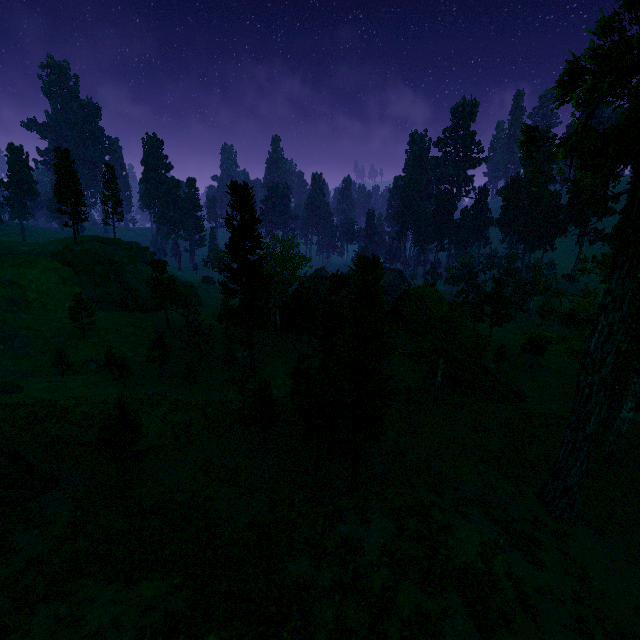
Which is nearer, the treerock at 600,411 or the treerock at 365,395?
the treerock at 600,411

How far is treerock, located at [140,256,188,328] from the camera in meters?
48.5 m

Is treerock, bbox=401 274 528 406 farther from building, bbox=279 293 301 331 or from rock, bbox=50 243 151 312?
rock, bbox=50 243 151 312

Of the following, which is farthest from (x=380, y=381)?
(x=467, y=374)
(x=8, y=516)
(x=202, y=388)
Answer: (x=202, y=388)

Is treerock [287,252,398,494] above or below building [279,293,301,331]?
above

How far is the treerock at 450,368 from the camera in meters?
28.5

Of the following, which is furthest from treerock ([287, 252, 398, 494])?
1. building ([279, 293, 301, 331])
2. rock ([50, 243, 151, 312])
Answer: rock ([50, 243, 151, 312])
